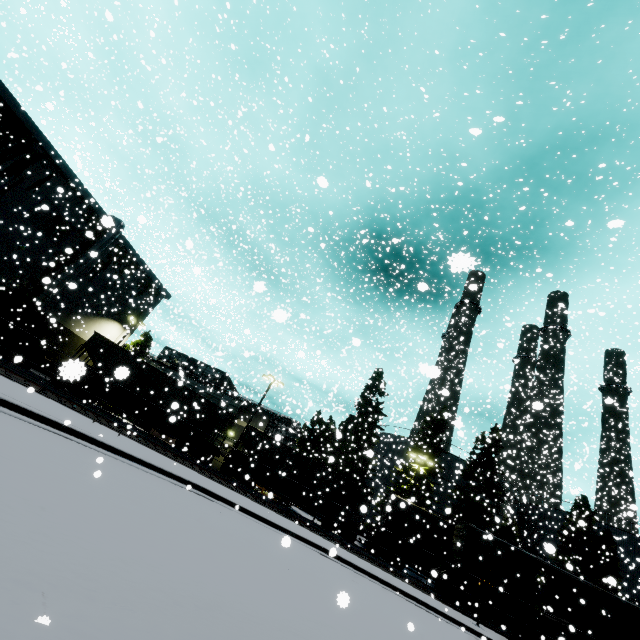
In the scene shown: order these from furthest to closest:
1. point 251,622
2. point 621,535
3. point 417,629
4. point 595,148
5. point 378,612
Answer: point 621,535 < point 595,148 < point 417,629 < point 378,612 < point 251,622

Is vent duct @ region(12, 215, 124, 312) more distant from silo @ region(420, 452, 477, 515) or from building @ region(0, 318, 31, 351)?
silo @ region(420, 452, 477, 515)

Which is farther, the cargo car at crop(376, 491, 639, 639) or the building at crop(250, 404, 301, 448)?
the building at crop(250, 404, 301, 448)

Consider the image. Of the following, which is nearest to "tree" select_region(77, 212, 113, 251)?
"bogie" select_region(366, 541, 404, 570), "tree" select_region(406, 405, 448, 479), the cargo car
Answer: the cargo car

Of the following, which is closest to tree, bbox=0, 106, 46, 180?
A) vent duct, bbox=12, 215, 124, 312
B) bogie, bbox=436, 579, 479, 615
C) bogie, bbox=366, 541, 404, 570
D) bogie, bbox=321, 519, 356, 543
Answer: vent duct, bbox=12, 215, 124, 312

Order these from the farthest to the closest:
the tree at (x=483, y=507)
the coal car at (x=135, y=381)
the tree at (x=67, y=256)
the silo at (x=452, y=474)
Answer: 1. the silo at (x=452, y=474)
2. the tree at (x=483, y=507)
3. the coal car at (x=135, y=381)
4. the tree at (x=67, y=256)

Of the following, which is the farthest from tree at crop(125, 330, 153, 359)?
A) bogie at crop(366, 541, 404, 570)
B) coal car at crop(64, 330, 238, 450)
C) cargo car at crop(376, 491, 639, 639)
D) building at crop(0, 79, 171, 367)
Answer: bogie at crop(366, 541, 404, 570)

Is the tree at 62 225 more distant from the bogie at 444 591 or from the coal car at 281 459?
the bogie at 444 591
